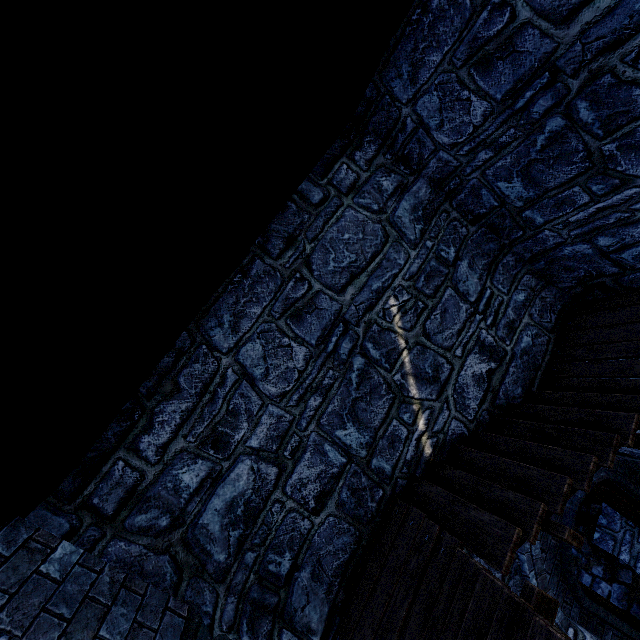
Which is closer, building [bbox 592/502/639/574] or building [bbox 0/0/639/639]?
building [bbox 0/0/639/639]

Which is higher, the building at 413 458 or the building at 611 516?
the building at 413 458

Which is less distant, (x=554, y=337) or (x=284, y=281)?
(x=284, y=281)

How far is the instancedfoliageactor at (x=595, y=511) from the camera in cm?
738

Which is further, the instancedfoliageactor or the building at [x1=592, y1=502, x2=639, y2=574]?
the instancedfoliageactor

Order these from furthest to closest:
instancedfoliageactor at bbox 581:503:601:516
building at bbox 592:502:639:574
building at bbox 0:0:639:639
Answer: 1. instancedfoliageactor at bbox 581:503:601:516
2. building at bbox 592:502:639:574
3. building at bbox 0:0:639:639

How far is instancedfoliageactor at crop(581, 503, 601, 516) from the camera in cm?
738
